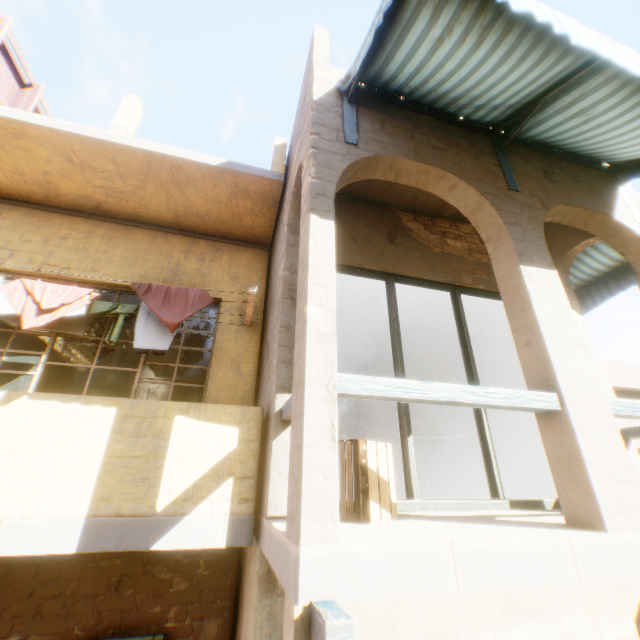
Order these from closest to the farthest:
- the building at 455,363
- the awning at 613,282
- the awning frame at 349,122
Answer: the awning frame at 349,122 < the awning at 613,282 < the building at 455,363

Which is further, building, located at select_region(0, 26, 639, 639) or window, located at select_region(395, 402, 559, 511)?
window, located at select_region(395, 402, 559, 511)

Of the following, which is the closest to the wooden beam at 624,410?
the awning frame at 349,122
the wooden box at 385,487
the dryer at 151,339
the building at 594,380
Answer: the building at 594,380

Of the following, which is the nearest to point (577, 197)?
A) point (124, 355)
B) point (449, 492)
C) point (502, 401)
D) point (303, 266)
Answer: point (502, 401)

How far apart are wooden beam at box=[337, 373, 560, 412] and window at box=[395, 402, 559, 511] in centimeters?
157cm

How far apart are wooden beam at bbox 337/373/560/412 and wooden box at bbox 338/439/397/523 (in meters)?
0.68

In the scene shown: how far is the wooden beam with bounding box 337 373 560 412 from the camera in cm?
219

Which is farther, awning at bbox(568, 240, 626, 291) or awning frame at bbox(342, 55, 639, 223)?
awning at bbox(568, 240, 626, 291)
